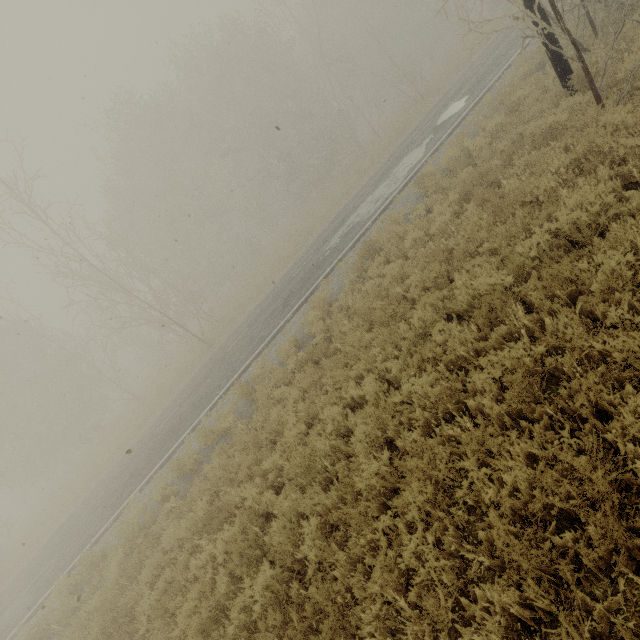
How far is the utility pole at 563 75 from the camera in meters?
7.5

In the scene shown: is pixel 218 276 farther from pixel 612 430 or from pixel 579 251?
pixel 612 430

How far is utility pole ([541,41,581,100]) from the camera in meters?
7.5
